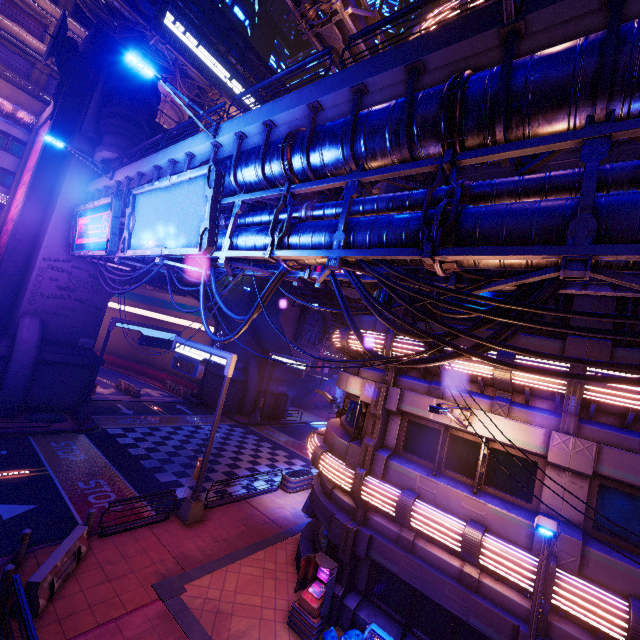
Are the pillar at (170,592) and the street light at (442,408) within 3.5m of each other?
no

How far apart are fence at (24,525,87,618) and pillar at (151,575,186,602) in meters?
2.4

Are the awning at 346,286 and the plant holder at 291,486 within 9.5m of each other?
no

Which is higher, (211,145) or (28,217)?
(211,145)

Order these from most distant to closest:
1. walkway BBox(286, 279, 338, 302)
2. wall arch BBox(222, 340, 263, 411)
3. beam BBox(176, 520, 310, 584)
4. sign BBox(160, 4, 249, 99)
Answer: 1. walkway BBox(286, 279, 338, 302)
2. sign BBox(160, 4, 249, 99)
3. wall arch BBox(222, 340, 263, 411)
4. beam BBox(176, 520, 310, 584)

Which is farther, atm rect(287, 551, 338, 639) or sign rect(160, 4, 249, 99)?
sign rect(160, 4, 249, 99)

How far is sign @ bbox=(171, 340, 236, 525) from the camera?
13.6m

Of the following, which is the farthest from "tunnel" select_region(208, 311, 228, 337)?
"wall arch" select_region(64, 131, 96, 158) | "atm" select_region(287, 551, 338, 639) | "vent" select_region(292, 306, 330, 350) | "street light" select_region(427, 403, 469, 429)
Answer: "street light" select_region(427, 403, 469, 429)
